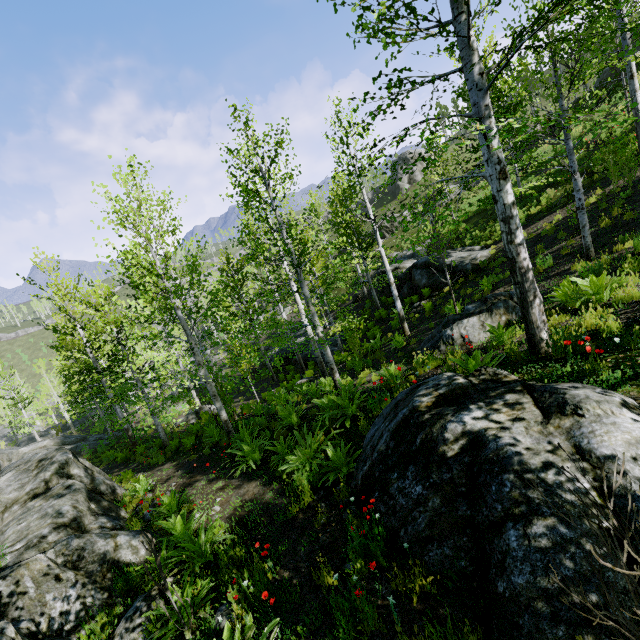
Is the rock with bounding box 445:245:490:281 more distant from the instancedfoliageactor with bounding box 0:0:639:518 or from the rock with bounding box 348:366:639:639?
the rock with bounding box 348:366:639:639

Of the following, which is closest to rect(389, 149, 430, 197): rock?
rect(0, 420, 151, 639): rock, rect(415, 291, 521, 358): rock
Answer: rect(0, 420, 151, 639): rock

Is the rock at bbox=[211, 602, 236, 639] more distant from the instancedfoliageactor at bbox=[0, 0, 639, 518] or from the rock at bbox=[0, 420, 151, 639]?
the instancedfoliageactor at bbox=[0, 0, 639, 518]

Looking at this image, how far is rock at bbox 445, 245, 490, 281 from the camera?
15.8 meters

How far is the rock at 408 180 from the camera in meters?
53.6

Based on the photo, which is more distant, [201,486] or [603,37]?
[603,37]

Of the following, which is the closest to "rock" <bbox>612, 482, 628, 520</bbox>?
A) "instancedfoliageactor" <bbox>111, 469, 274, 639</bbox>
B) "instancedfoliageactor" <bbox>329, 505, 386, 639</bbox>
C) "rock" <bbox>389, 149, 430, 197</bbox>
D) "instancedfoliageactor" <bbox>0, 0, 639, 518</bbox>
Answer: "instancedfoliageactor" <bbox>329, 505, 386, 639</bbox>

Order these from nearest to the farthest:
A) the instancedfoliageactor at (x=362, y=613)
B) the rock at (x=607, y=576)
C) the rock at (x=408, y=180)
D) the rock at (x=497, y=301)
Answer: the rock at (x=607, y=576)
the instancedfoliageactor at (x=362, y=613)
the rock at (x=497, y=301)
the rock at (x=408, y=180)
